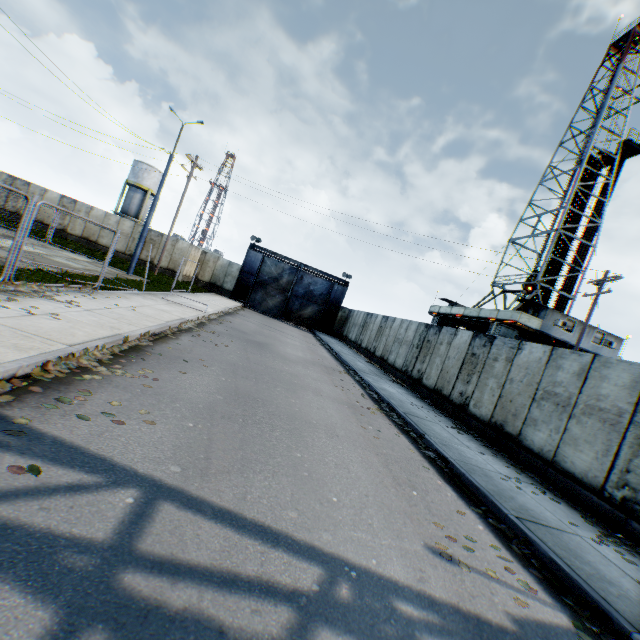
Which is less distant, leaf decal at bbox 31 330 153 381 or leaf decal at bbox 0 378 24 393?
leaf decal at bbox 0 378 24 393

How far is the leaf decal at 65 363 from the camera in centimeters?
459cm

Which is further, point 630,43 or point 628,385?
point 630,43

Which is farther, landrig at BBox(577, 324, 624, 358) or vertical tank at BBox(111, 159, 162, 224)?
vertical tank at BBox(111, 159, 162, 224)

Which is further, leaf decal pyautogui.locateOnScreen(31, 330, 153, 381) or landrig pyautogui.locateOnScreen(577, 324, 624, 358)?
landrig pyautogui.locateOnScreen(577, 324, 624, 358)

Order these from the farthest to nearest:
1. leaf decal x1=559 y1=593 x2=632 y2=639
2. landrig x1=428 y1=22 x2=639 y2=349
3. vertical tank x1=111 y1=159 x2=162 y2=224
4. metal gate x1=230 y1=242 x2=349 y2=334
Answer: vertical tank x1=111 y1=159 x2=162 y2=224 → metal gate x1=230 y1=242 x2=349 y2=334 → landrig x1=428 y1=22 x2=639 y2=349 → leaf decal x1=559 y1=593 x2=632 y2=639

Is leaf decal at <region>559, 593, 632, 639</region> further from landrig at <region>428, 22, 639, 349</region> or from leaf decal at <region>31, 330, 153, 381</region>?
landrig at <region>428, 22, 639, 349</region>

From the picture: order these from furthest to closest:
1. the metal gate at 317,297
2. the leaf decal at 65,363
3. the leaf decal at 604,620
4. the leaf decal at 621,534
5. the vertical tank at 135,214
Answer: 1. the vertical tank at 135,214
2. the metal gate at 317,297
3. the leaf decal at 621,534
4. the leaf decal at 65,363
5. the leaf decal at 604,620
